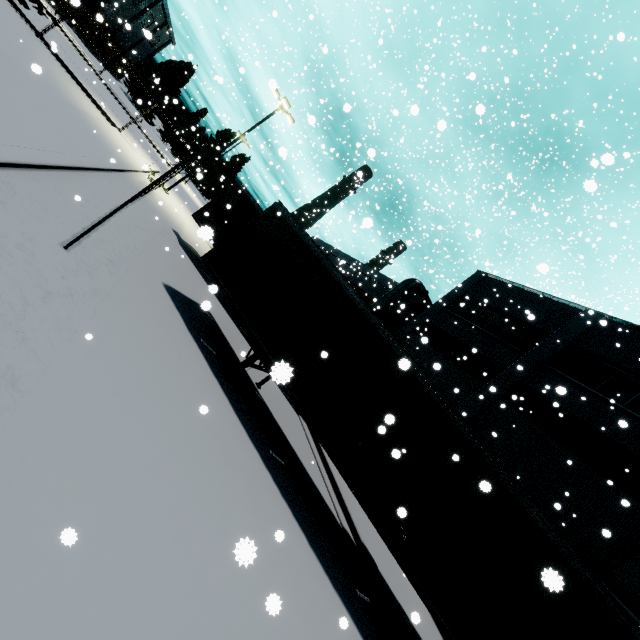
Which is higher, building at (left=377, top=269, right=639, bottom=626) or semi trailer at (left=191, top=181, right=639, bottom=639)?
building at (left=377, top=269, right=639, bottom=626)

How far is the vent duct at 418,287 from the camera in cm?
2603

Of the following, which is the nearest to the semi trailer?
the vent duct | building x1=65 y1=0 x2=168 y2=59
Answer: the vent duct

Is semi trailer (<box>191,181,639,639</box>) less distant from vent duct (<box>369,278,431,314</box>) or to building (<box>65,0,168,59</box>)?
vent duct (<box>369,278,431,314</box>)

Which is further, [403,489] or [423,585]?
[403,489]

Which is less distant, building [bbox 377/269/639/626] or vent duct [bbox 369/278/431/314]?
building [bbox 377/269/639/626]

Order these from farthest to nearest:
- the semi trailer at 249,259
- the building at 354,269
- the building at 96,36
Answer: the building at 96,36, the building at 354,269, the semi trailer at 249,259
